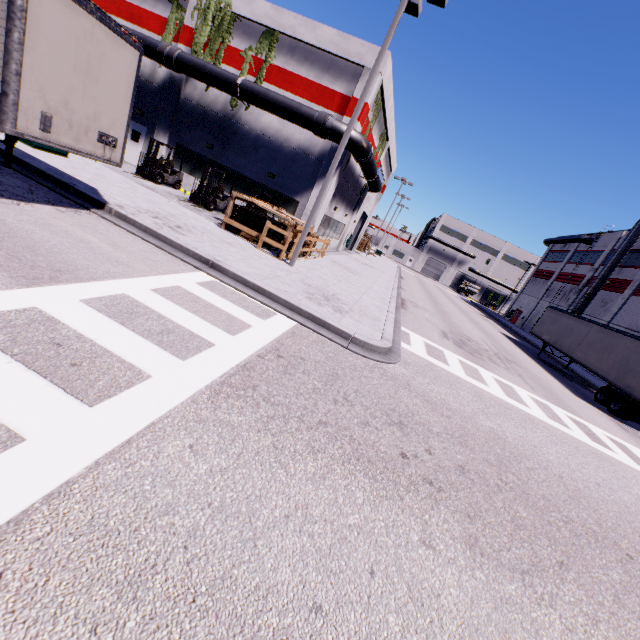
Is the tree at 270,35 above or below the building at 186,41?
above

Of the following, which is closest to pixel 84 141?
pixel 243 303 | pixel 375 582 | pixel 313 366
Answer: pixel 243 303

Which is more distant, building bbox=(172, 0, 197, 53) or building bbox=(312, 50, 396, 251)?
building bbox=(172, 0, 197, 53)

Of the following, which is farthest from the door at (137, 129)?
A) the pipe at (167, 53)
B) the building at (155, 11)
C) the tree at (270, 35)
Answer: the tree at (270, 35)

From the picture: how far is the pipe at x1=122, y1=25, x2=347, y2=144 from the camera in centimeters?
1669cm

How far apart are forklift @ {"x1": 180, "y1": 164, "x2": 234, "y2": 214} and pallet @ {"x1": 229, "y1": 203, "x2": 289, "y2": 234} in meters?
3.3

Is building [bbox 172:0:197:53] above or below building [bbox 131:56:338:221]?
above

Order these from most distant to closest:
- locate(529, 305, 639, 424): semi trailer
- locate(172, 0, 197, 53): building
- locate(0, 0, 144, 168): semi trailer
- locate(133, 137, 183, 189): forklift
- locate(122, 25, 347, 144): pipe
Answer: locate(172, 0, 197, 53): building, locate(133, 137, 183, 189): forklift, locate(122, 25, 347, 144): pipe, locate(529, 305, 639, 424): semi trailer, locate(0, 0, 144, 168): semi trailer
